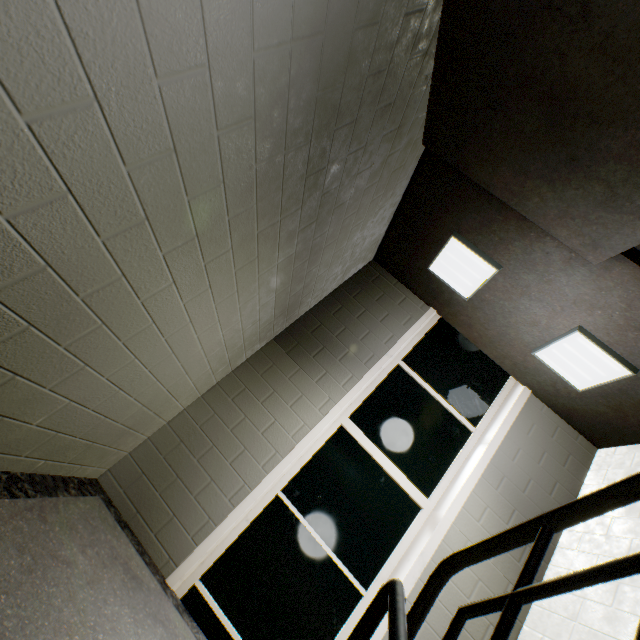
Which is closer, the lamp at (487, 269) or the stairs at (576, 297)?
the stairs at (576, 297)

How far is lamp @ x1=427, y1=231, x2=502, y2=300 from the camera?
2.8 meters

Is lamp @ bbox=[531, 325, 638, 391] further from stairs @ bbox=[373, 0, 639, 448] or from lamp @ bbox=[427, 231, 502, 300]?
lamp @ bbox=[427, 231, 502, 300]

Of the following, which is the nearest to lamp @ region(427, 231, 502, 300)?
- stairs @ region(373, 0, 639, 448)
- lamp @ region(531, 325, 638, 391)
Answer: stairs @ region(373, 0, 639, 448)

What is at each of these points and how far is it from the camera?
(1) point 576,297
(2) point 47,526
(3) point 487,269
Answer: (1) stairs, 2.5m
(2) stairs, 1.5m
(3) lamp, 2.8m

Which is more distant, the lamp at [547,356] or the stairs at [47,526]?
the lamp at [547,356]

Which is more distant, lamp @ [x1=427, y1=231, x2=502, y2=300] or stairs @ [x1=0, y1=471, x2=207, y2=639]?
lamp @ [x1=427, y1=231, x2=502, y2=300]

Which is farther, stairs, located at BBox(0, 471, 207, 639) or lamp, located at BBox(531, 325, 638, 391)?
lamp, located at BBox(531, 325, 638, 391)
